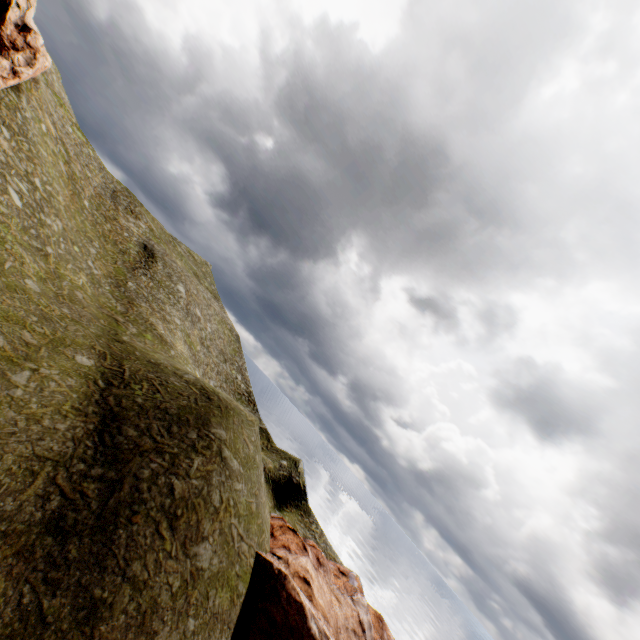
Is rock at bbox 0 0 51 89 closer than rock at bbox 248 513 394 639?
No

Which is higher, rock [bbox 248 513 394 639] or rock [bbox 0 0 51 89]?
rock [bbox 0 0 51 89]

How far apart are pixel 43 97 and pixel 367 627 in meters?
62.9 m

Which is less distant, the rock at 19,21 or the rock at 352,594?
the rock at 352,594

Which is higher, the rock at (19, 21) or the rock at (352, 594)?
the rock at (19, 21)
